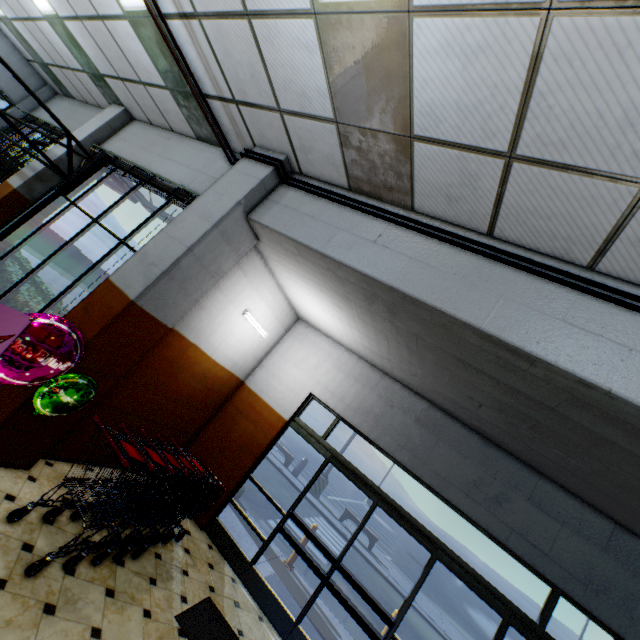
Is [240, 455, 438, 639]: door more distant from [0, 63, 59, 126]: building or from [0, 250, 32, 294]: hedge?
[0, 250, 32, 294]: hedge

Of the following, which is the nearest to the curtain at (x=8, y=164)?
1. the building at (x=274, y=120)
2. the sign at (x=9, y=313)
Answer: the building at (x=274, y=120)

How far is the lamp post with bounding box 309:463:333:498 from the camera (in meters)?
15.15

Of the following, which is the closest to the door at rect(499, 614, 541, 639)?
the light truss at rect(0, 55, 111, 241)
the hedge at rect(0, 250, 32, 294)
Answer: the hedge at rect(0, 250, 32, 294)

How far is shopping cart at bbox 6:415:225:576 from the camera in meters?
3.1

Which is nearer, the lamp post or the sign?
the sign

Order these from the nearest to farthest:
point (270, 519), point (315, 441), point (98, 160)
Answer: point (98, 160), point (315, 441), point (270, 519)

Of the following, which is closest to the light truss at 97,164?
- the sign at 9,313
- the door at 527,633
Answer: the sign at 9,313
